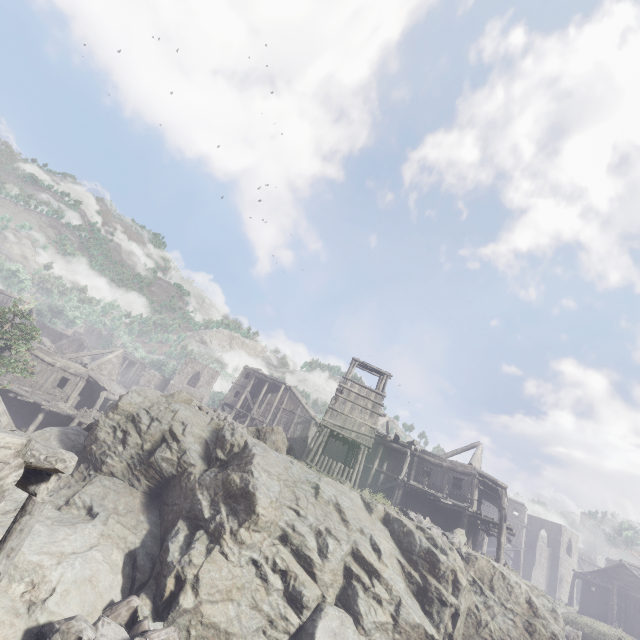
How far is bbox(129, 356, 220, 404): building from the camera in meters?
52.2

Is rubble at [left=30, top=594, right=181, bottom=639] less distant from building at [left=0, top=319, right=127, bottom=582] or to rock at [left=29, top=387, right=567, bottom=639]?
rock at [left=29, top=387, right=567, bottom=639]

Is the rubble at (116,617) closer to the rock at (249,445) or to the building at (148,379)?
the rock at (249,445)

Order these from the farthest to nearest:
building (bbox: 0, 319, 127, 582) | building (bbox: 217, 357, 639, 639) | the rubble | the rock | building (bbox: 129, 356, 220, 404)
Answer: building (bbox: 129, 356, 220, 404), building (bbox: 217, 357, 639, 639), the rock, the rubble, building (bbox: 0, 319, 127, 582)

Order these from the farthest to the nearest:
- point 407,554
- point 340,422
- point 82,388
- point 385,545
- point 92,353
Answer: point 92,353 < point 82,388 < point 340,422 < point 407,554 < point 385,545

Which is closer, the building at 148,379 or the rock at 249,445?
the rock at 249,445

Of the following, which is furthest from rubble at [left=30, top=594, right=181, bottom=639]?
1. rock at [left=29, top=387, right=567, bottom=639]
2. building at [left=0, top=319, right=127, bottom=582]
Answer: building at [left=0, top=319, right=127, bottom=582]

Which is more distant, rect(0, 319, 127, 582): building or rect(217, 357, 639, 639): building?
rect(217, 357, 639, 639): building
